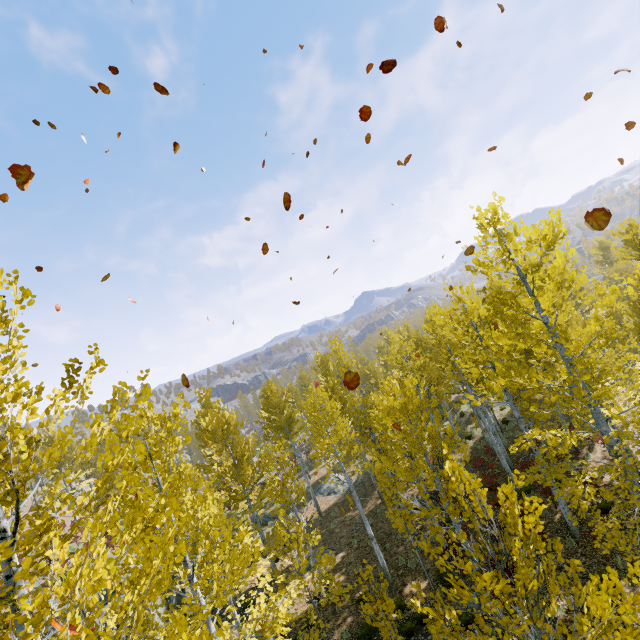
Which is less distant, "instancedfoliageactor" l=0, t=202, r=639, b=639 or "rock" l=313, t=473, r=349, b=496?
"instancedfoliageactor" l=0, t=202, r=639, b=639

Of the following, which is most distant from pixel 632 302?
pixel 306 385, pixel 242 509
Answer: pixel 242 509

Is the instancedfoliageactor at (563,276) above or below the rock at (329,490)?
above

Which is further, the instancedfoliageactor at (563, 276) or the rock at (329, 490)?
the rock at (329, 490)

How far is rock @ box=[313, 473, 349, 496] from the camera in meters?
25.3

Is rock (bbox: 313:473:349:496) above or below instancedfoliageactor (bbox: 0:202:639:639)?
below
